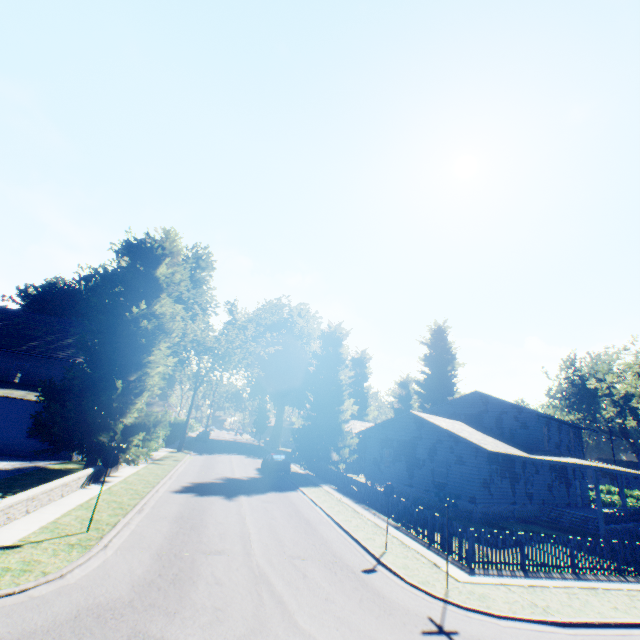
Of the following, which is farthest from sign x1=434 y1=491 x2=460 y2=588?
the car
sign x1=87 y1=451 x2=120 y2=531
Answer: the car

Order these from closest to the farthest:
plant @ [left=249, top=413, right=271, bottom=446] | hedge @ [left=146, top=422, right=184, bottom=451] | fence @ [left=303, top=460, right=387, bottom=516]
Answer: fence @ [left=303, top=460, right=387, bottom=516]
hedge @ [left=146, top=422, right=184, bottom=451]
plant @ [left=249, top=413, right=271, bottom=446]

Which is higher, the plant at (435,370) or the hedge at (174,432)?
the plant at (435,370)

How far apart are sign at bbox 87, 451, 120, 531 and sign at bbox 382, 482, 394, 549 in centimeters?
971cm

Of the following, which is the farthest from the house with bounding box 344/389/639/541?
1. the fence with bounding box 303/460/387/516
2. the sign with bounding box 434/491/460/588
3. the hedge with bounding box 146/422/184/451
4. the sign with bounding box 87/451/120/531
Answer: the sign with bounding box 87/451/120/531

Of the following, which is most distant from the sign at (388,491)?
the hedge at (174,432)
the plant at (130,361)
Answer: the hedge at (174,432)

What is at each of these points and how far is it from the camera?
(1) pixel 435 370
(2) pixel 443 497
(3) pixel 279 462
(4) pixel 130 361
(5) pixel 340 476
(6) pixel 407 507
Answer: (1) plant, 52.4 meters
(2) sign, 10.4 meters
(3) car, 28.5 meters
(4) plant, 19.2 meters
(5) fence, 25.4 meters
(6) fence, 16.2 meters

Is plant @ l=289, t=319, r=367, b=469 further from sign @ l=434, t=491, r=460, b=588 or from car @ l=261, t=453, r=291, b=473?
sign @ l=434, t=491, r=460, b=588
